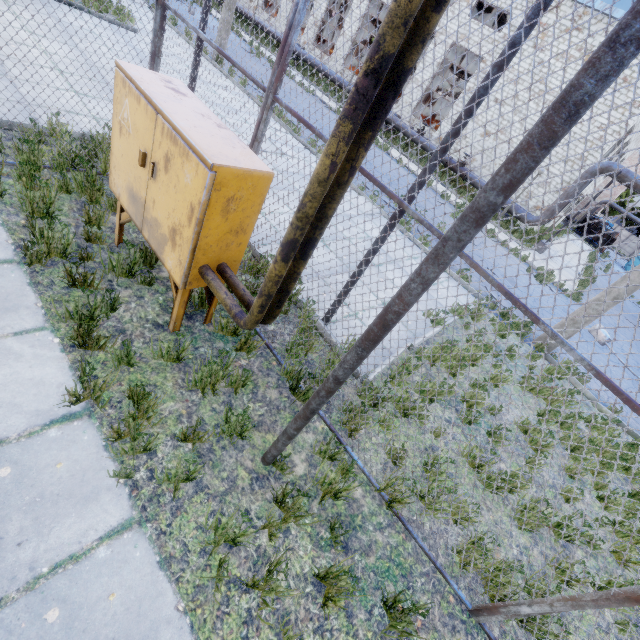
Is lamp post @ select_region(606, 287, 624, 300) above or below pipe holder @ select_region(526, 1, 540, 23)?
below

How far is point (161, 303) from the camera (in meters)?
3.91

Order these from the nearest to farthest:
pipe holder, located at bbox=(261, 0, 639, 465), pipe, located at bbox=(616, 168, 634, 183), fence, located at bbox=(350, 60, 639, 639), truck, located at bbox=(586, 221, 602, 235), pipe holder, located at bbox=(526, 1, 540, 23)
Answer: pipe holder, located at bbox=(261, 0, 639, 465) → fence, located at bbox=(350, 60, 639, 639) → pipe holder, located at bbox=(526, 1, 540, 23) → pipe, located at bbox=(616, 168, 634, 183) → truck, located at bbox=(586, 221, 602, 235)

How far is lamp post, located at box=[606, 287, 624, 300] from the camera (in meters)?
7.32

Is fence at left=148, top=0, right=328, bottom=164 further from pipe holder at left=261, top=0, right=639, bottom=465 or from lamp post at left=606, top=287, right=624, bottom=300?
lamp post at left=606, top=287, right=624, bottom=300

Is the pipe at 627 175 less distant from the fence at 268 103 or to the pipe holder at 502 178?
the fence at 268 103

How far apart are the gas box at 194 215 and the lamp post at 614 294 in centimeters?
853cm
